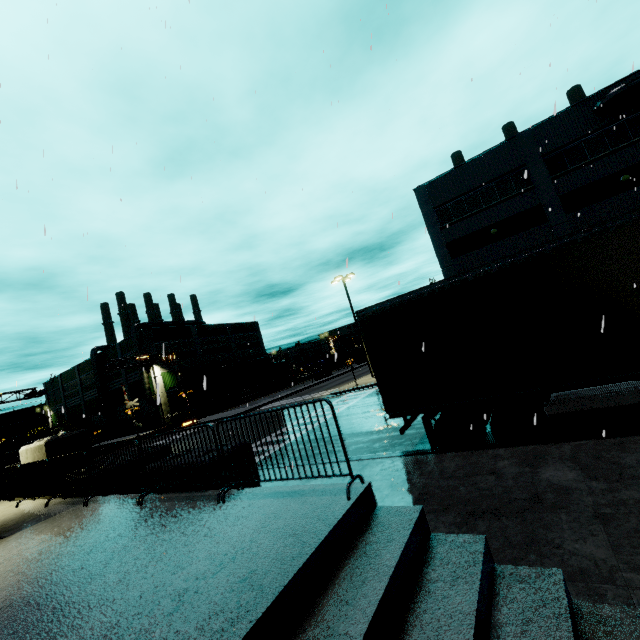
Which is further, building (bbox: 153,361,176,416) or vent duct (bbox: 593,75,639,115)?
building (bbox: 153,361,176,416)

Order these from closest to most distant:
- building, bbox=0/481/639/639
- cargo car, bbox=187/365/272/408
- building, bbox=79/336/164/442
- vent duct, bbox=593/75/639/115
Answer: building, bbox=0/481/639/639 < vent duct, bbox=593/75/639/115 < cargo car, bbox=187/365/272/408 < building, bbox=79/336/164/442

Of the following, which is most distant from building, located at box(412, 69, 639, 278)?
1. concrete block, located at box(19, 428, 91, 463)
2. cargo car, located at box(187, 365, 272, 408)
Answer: cargo car, located at box(187, 365, 272, 408)

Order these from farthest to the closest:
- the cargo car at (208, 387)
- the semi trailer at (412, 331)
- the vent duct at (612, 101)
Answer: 1. the cargo car at (208, 387)
2. the vent duct at (612, 101)
3. the semi trailer at (412, 331)

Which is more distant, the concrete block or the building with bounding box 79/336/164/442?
the building with bounding box 79/336/164/442

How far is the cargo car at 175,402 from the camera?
44.3m

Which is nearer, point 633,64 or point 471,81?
point 633,64
